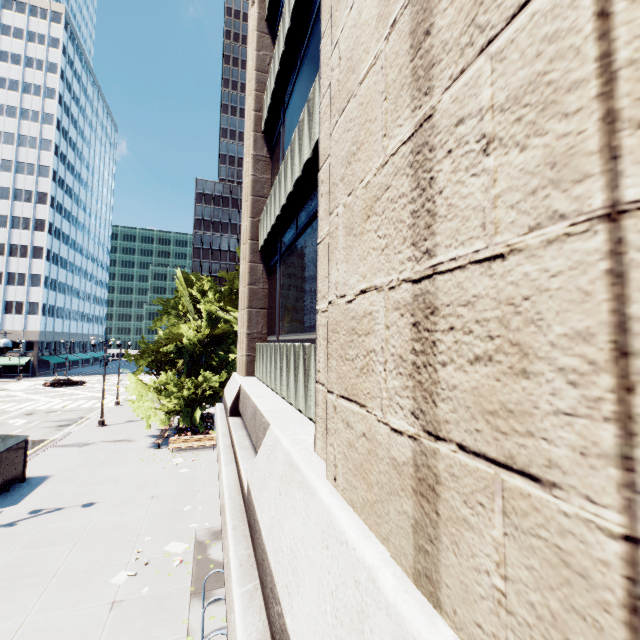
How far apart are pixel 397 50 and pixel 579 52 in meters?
1.2 m

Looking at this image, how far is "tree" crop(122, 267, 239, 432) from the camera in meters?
22.6 m

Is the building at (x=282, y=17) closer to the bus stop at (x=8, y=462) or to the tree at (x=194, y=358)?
the tree at (x=194, y=358)

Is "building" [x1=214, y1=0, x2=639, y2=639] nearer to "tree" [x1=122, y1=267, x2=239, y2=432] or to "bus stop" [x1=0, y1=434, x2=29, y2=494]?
"tree" [x1=122, y1=267, x2=239, y2=432]

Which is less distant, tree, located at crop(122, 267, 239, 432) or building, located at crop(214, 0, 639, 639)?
building, located at crop(214, 0, 639, 639)

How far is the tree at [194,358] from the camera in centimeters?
2259cm

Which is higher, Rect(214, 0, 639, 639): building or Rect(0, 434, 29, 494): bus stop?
Rect(214, 0, 639, 639): building

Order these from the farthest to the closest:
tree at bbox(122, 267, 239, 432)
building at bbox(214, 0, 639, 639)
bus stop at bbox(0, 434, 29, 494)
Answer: tree at bbox(122, 267, 239, 432), bus stop at bbox(0, 434, 29, 494), building at bbox(214, 0, 639, 639)
